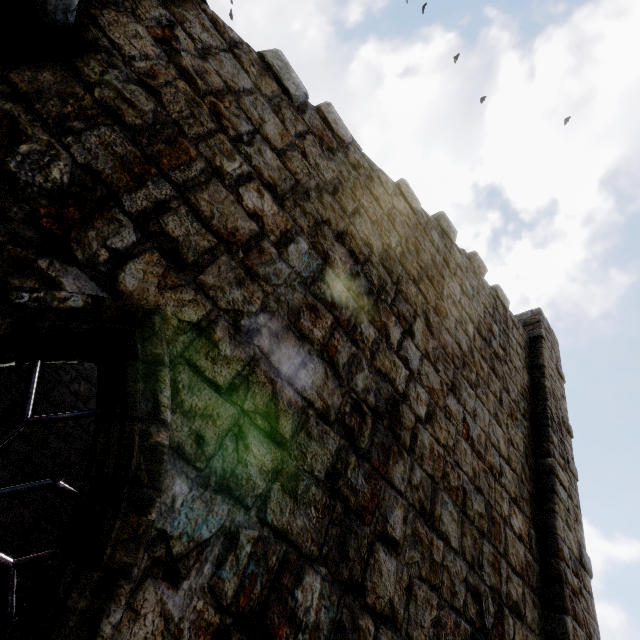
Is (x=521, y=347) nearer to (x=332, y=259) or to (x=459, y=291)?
(x=459, y=291)
